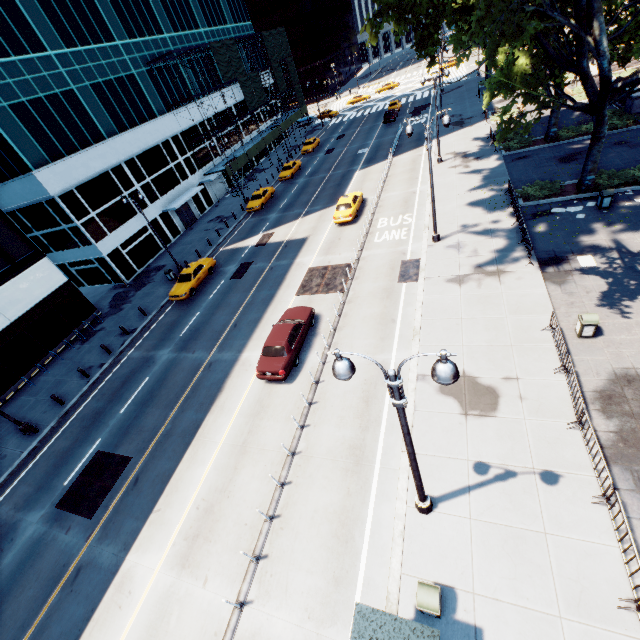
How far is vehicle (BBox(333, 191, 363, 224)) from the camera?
26.71m

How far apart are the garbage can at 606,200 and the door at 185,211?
38.41m

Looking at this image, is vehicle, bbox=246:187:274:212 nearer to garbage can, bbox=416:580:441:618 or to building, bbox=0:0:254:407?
building, bbox=0:0:254:407

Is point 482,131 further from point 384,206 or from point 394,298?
point 394,298

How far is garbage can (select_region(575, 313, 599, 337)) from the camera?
12.4m

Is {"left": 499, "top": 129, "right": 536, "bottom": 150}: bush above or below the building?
below

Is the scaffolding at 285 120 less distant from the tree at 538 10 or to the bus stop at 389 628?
the tree at 538 10

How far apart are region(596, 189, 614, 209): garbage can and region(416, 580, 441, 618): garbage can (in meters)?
21.57
